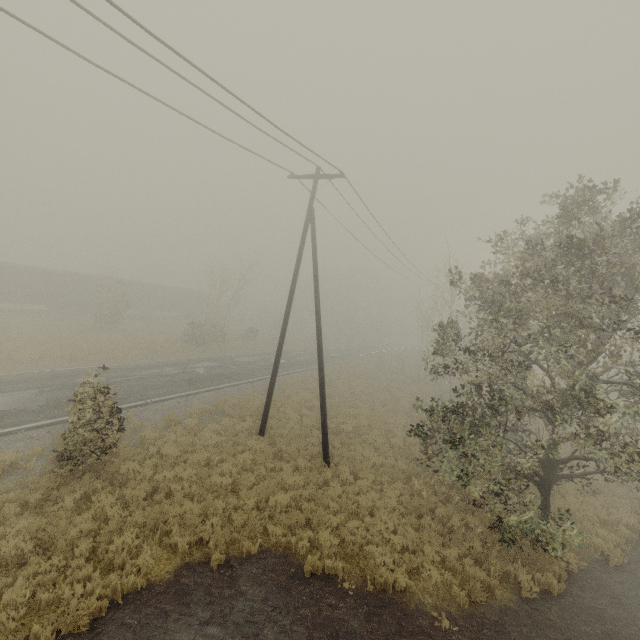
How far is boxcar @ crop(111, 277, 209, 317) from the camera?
42.22m

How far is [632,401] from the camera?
33.88m

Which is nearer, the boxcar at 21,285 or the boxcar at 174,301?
the boxcar at 21,285

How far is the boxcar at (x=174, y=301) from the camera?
42.2m

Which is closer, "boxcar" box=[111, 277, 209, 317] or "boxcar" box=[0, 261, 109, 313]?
"boxcar" box=[0, 261, 109, 313]
